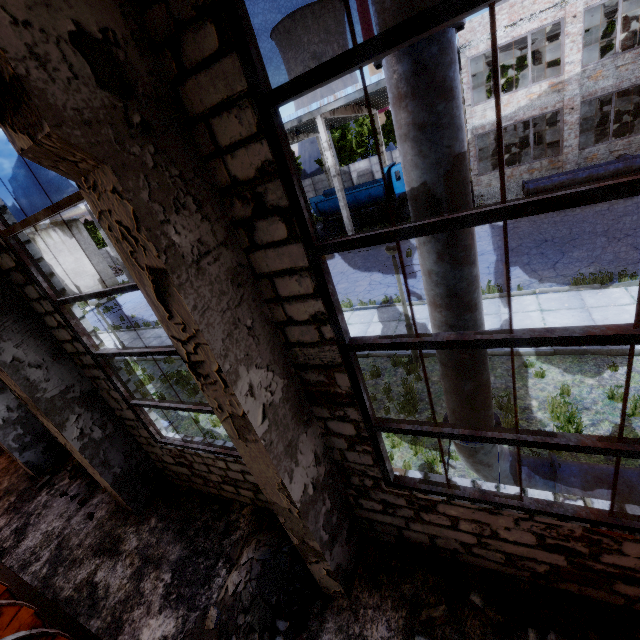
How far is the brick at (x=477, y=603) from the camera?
3.56m

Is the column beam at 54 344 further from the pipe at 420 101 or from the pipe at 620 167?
the pipe at 620 167

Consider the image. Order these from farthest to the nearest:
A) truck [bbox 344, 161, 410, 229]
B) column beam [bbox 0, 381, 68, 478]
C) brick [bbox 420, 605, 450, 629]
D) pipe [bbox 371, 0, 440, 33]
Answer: truck [bbox 344, 161, 410, 229]
column beam [bbox 0, 381, 68, 478]
brick [bbox 420, 605, 450, 629]
pipe [bbox 371, 0, 440, 33]

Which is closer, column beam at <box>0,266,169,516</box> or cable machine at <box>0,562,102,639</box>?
cable machine at <box>0,562,102,639</box>

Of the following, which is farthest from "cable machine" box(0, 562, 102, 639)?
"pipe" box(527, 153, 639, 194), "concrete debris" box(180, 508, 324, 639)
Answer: "pipe" box(527, 153, 639, 194)

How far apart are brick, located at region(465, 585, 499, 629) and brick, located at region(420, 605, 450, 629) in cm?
26

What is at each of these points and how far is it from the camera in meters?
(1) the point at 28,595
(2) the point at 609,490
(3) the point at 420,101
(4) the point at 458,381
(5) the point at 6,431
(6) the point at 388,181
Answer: (1) cable machine, 5.6
(2) pipe, 4.0
(3) pipe, 2.6
(4) pipe, 3.9
(5) column beam, 8.0
(6) truck, 22.3

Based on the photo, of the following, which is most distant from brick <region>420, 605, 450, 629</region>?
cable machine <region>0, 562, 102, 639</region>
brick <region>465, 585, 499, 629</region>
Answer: cable machine <region>0, 562, 102, 639</region>
